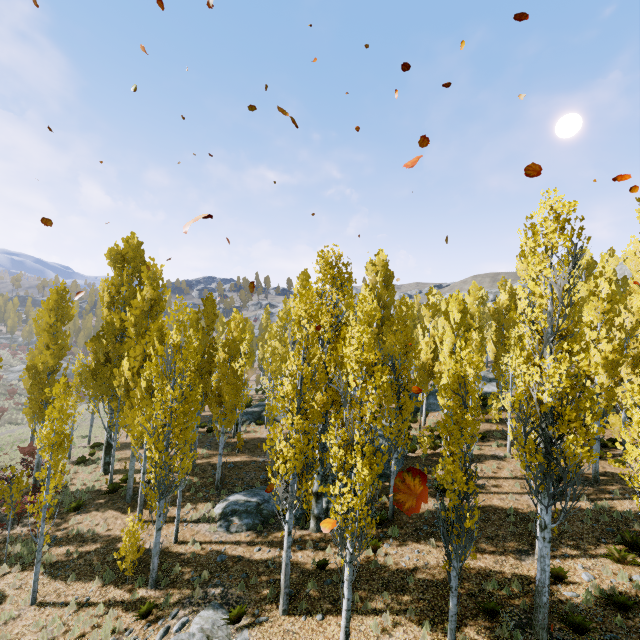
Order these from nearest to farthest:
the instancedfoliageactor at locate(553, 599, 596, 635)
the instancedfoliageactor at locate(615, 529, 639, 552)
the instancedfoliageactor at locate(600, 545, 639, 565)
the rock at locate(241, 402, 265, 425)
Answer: the instancedfoliageactor at locate(553, 599, 596, 635) < the instancedfoliageactor at locate(600, 545, 639, 565) < the instancedfoliageactor at locate(615, 529, 639, 552) < the rock at locate(241, 402, 265, 425)

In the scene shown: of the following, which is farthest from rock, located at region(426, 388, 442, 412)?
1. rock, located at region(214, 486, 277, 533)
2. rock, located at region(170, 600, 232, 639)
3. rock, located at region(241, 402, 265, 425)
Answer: rock, located at region(170, 600, 232, 639)

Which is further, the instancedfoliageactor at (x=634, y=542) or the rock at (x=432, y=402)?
the rock at (x=432, y=402)

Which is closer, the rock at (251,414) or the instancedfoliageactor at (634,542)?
the instancedfoliageactor at (634,542)

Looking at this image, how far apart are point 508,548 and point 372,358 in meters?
9.7 m

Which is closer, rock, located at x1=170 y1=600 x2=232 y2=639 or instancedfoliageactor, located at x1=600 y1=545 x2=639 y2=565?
rock, located at x1=170 y1=600 x2=232 y2=639

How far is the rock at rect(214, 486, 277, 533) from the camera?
14.53m
